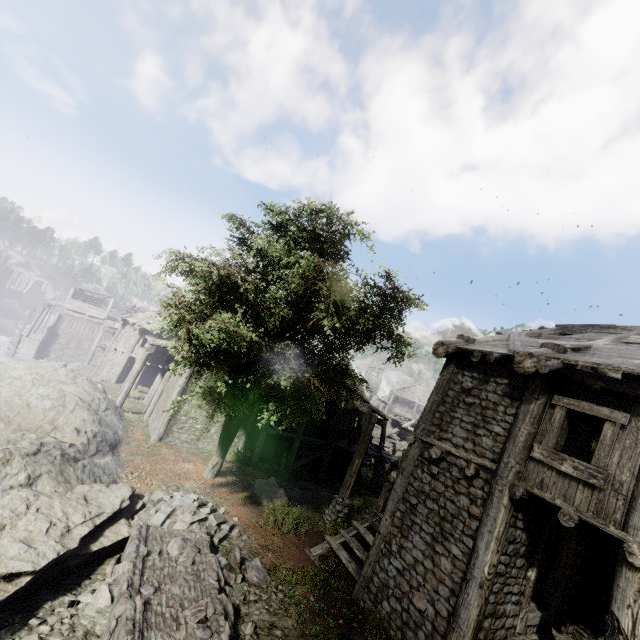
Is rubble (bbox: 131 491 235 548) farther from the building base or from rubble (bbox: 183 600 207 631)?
the building base

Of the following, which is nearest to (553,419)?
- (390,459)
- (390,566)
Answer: (390,566)

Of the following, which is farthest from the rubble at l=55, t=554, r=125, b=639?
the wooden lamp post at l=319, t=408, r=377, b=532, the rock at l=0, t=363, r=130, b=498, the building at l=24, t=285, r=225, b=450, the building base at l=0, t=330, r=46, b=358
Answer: the building base at l=0, t=330, r=46, b=358

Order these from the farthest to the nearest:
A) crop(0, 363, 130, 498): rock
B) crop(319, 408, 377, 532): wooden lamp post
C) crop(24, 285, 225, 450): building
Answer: crop(24, 285, 225, 450): building → crop(319, 408, 377, 532): wooden lamp post → crop(0, 363, 130, 498): rock

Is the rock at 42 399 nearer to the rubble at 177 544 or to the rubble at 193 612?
the rubble at 177 544

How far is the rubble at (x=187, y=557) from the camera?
7.90m

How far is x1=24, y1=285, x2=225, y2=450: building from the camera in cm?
1886

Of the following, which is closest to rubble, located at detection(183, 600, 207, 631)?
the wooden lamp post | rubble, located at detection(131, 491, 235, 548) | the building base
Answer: rubble, located at detection(131, 491, 235, 548)
